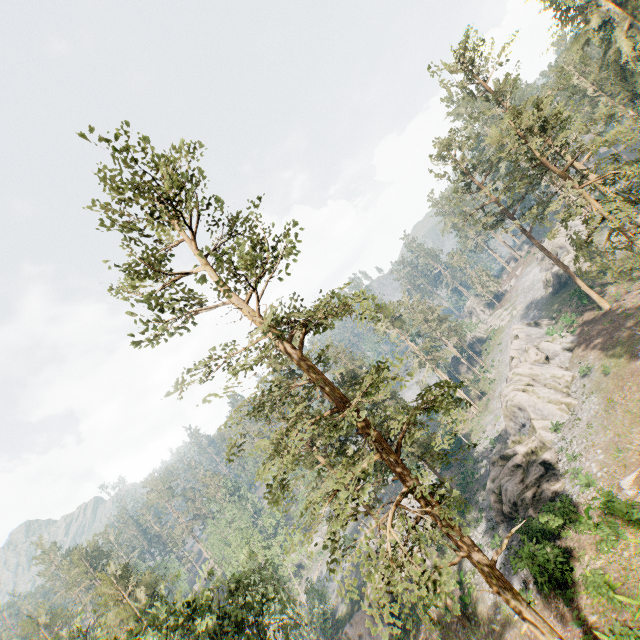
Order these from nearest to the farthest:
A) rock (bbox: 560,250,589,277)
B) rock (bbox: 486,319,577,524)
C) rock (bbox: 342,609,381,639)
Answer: rock (bbox: 486,319,577,524), rock (bbox: 342,609,381,639), rock (bbox: 560,250,589,277)

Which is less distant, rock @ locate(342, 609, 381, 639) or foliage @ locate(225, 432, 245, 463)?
foliage @ locate(225, 432, 245, 463)

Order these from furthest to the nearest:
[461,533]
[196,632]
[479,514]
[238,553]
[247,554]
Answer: [238,553] → [479,514] → [247,554] → [196,632] → [461,533]

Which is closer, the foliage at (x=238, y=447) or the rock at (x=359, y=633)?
the foliage at (x=238, y=447)

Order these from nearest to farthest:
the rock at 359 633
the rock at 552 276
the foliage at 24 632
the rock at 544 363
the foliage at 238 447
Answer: the foliage at 24 632 < the foliage at 238 447 < the rock at 544 363 < the rock at 359 633 < the rock at 552 276

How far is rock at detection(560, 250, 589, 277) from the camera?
53.22m

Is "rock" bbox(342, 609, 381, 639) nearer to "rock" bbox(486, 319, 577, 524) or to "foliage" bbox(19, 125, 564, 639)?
"foliage" bbox(19, 125, 564, 639)

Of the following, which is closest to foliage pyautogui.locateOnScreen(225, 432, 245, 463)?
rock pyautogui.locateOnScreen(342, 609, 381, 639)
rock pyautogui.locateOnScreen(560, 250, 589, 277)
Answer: rock pyautogui.locateOnScreen(342, 609, 381, 639)
